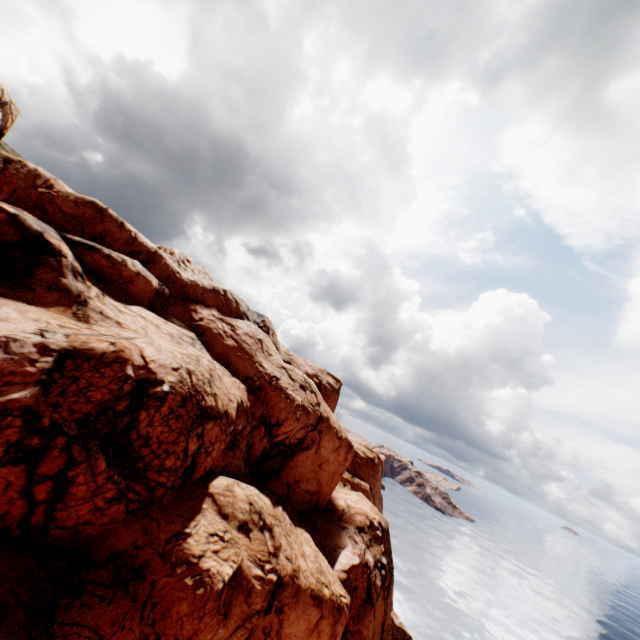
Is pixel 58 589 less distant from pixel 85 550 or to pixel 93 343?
pixel 85 550
